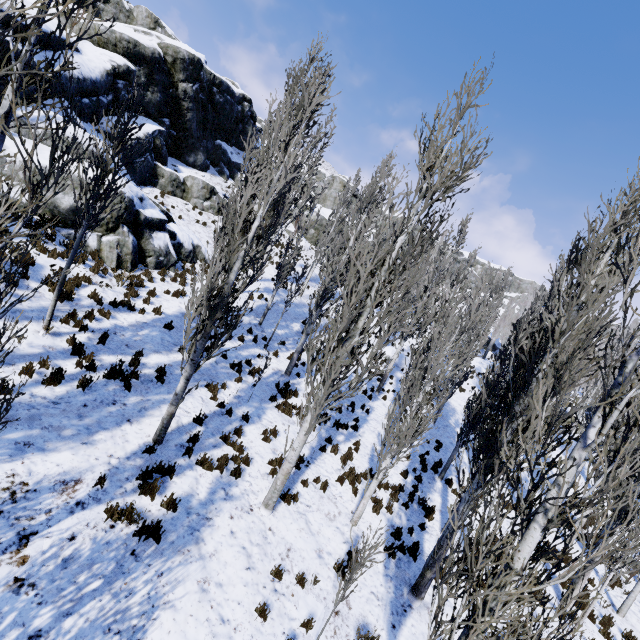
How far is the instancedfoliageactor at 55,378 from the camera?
7.37m

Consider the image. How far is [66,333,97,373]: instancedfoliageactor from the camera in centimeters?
833cm

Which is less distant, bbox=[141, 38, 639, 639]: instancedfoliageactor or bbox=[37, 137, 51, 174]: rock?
bbox=[141, 38, 639, 639]: instancedfoliageactor

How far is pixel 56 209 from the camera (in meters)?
12.02

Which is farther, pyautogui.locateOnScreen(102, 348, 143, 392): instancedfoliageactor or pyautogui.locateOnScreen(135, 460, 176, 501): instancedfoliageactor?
pyautogui.locateOnScreen(102, 348, 143, 392): instancedfoliageactor

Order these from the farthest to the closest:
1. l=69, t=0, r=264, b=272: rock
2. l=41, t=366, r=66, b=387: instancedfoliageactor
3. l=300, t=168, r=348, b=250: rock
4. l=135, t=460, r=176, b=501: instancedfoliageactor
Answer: l=300, t=168, r=348, b=250: rock < l=69, t=0, r=264, b=272: rock < l=41, t=366, r=66, b=387: instancedfoliageactor < l=135, t=460, r=176, b=501: instancedfoliageactor

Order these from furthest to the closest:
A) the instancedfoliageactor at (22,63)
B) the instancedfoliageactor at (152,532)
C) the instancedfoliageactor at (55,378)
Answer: the instancedfoliageactor at (55,378) → the instancedfoliageactor at (152,532) → the instancedfoliageactor at (22,63)
